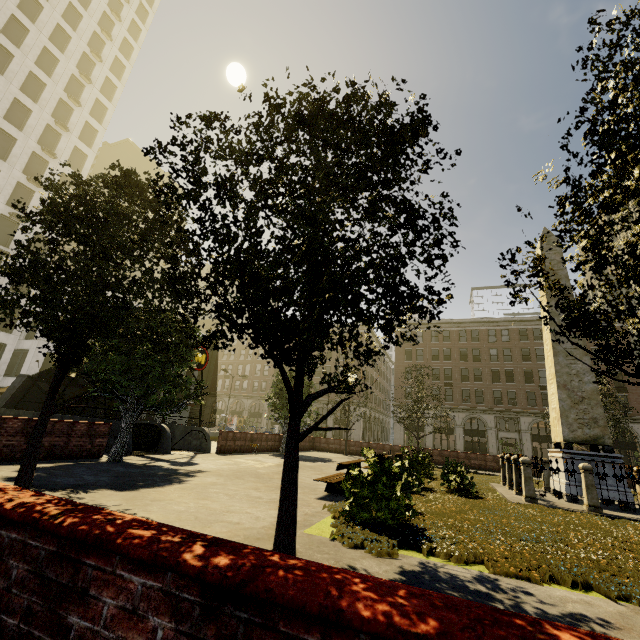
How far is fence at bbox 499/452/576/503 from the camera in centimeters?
1062cm

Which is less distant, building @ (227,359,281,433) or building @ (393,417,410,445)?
building @ (393,417,410,445)

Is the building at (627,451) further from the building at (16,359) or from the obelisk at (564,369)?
the obelisk at (564,369)

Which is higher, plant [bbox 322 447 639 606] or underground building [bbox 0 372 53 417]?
underground building [bbox 0 372 53 417]

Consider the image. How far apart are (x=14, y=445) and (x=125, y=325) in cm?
635

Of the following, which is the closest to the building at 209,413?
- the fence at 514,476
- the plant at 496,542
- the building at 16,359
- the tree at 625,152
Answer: the tree at 625,152

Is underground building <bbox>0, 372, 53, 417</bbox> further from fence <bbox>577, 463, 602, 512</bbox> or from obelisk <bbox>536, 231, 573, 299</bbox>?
obelisk <bbox>536, 231, 573, 299</bbox>

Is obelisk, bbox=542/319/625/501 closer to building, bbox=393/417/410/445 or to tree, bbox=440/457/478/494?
tree, bbox=440/457/478/494
